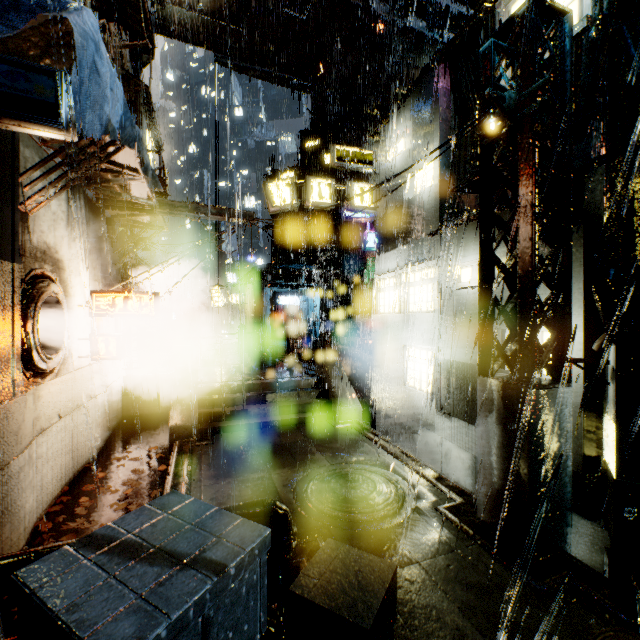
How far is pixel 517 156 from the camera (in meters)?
5.98

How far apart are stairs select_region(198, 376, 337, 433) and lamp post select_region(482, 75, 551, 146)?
10.5m

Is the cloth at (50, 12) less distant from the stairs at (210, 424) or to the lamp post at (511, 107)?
the lamp post at (511, 107)

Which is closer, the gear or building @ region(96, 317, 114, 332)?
building @ region(96, 317, 114, 332)

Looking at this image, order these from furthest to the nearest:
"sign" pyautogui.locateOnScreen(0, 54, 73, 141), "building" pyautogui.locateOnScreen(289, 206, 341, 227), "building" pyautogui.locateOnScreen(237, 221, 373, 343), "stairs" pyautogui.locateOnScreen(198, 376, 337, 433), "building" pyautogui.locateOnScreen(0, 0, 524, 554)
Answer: "building" pyautogui.locateOnScreen(289, 206, 341, 227)
"building" pyautogui.locateOnScreen(237, 221, 373, 343)
"stairs" pyautogui.locateOnScreen(198, 376, 337, 433)
"building" pyautogui.locateOnScreen(0, 0, 524, 554)
"sign" pyautogui.locateOnScreen(0, 54, 73, 141)

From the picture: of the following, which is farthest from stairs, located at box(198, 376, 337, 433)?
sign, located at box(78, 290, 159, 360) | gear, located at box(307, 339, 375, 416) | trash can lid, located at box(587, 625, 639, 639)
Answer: trash can lid, located at box(587, 625, 639, 639)

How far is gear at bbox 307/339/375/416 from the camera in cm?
1869

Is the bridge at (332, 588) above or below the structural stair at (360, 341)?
below
